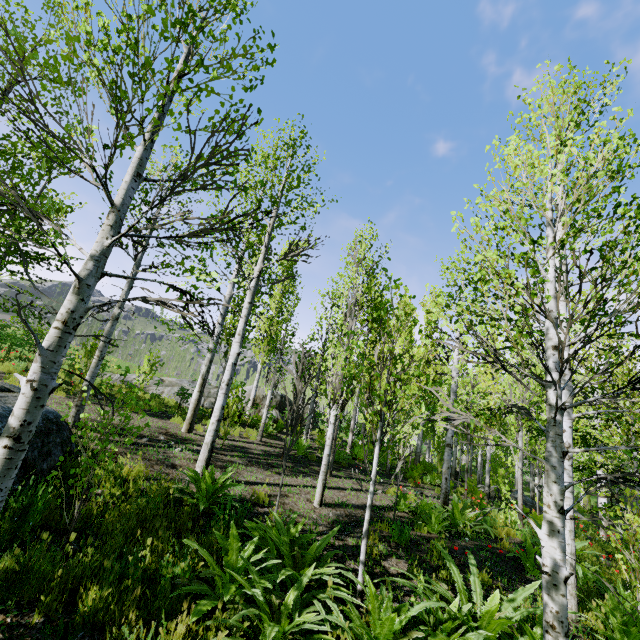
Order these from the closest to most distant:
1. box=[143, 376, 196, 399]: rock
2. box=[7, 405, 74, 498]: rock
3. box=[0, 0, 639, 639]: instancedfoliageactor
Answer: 1. box=[0, 0, 639, 639]: instancedfoliageactor
2. box=[7, 405, 74, 498]: rock
3. box=[143, 376, 196, 399]: rock

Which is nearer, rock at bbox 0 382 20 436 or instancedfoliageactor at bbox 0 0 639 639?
instancedfoliageactor at bbox 0 0 639 639

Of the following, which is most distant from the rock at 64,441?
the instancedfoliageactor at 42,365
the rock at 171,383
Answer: the rock at 171,383

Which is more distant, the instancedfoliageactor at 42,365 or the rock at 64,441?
the rock at 64,441

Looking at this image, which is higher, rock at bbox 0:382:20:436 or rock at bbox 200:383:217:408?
rock at bbox 200:383:217:408

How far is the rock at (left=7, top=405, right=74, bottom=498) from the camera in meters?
4.4 m

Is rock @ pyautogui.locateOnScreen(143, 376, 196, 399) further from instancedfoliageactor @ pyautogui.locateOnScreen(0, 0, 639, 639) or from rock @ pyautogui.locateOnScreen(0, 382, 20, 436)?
rock @ pyautogui.locateOnScreen(0, 382, 20, 436)

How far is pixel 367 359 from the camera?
4.3 meters
